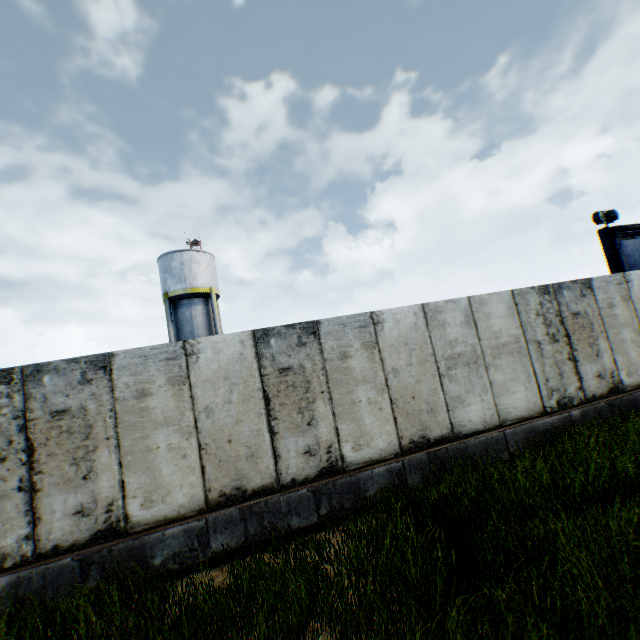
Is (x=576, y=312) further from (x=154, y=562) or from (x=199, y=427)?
(x=154, y=562)

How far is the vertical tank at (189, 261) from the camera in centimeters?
2270cm

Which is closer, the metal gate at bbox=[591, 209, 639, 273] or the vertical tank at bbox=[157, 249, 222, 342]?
the metal gate at bbox=[591, 209, 639, 273]

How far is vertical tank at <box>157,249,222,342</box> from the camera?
22.70m

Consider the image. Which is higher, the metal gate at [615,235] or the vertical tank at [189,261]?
the vertical tank at [189,261]

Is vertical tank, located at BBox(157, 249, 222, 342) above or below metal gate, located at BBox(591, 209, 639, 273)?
above
